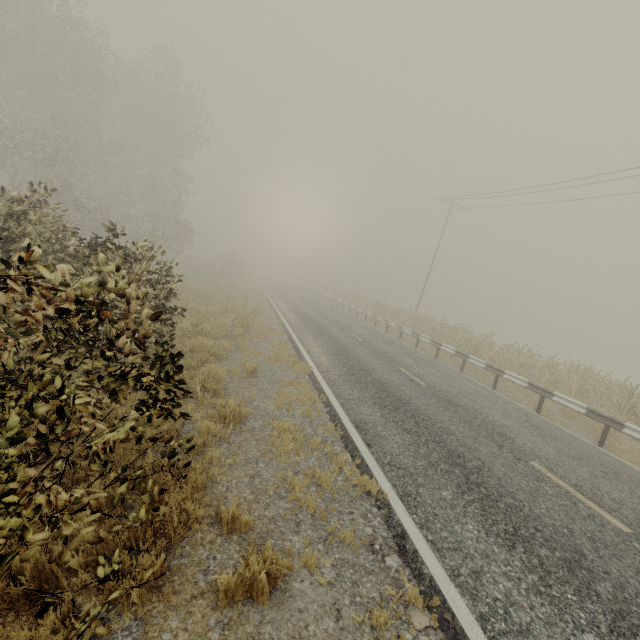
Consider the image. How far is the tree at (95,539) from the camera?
1.8m

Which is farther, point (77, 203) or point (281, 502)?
point (77, 203)

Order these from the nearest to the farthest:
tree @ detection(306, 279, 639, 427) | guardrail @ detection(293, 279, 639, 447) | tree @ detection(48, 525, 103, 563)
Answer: tree @ detection(48, 525, 103, 563), guardrail @ detection(293, 279, 639, 447), tree @ detection(306, 279, 639, 427)

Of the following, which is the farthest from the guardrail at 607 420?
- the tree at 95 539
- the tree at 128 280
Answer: the tree at 95 539

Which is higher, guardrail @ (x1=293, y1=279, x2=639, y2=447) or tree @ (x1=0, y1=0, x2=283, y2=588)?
tree @ (x1=0, y1=0, x2=283, y2=588)

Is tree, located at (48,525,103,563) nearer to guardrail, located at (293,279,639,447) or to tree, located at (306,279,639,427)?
tree, located at (306,279,639,427)

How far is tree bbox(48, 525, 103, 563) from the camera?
1.82m

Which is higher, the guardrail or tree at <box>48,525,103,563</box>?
tree at <box>48,525,103,563</box>
